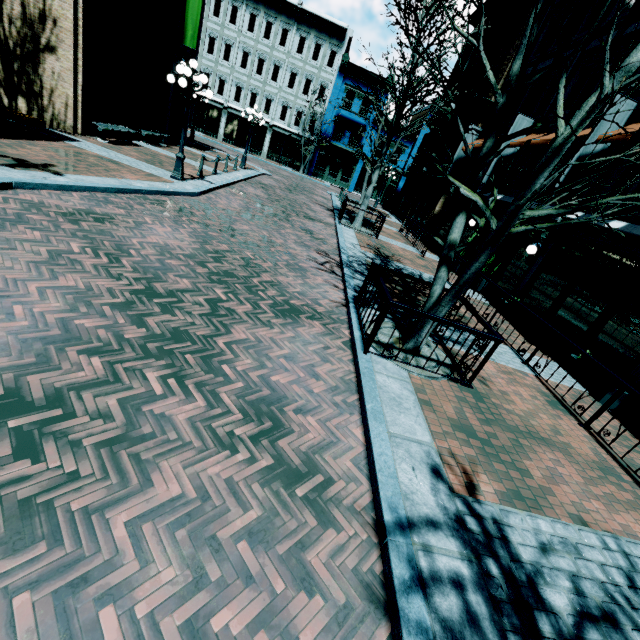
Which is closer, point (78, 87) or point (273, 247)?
point (273, 247)

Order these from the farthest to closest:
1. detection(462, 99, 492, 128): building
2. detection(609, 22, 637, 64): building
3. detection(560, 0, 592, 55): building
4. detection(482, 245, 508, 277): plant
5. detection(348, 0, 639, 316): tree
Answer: detection(462, 99, 492, 128): building, detection(560, 0, 592, 55): building, detection(482, 245, 508, 277): plant, detection(609, 22, 637, 64): building, detection(348, 0, 639, 316): tree

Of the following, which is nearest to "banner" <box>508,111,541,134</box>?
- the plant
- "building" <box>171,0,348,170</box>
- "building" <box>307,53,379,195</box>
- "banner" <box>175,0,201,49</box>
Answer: the plant

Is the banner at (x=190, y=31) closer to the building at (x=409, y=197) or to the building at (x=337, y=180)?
the building at (x=409, y=197)

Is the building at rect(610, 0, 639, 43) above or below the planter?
above

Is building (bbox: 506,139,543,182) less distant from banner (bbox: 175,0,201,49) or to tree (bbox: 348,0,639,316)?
tree (bbox: 348,0,639,316)

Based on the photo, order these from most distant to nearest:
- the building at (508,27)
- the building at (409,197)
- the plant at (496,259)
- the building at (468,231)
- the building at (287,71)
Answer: the building at (287,71)
the building at (409,197)
the building at (508,27)
the building at (468,231)
the plant at (496,259)

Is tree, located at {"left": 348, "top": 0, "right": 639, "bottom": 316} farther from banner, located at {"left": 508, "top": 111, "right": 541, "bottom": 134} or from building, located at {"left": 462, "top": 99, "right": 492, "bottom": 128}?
banner, located at {"left": 508, "top": 111, "right": 541, "bottom": 134}
